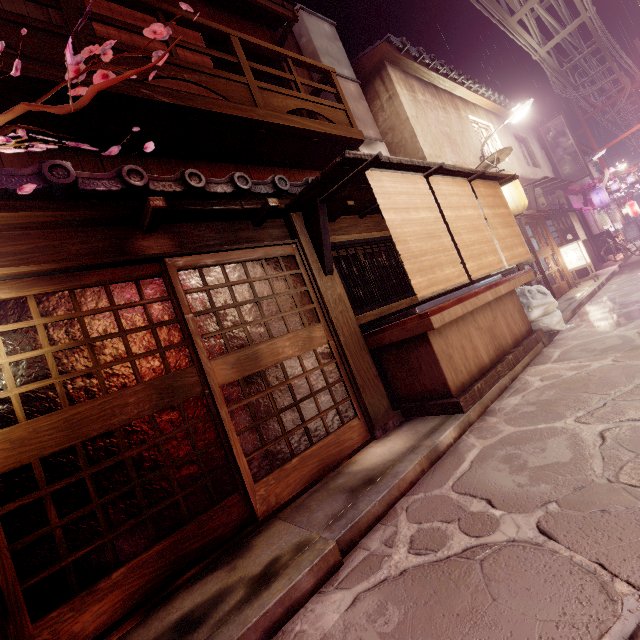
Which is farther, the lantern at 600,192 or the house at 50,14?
the lantern at 600,192

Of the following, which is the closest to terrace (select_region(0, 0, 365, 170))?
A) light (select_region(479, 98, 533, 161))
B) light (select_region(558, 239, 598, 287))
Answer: light (select_region(479, 98, 533, 161))

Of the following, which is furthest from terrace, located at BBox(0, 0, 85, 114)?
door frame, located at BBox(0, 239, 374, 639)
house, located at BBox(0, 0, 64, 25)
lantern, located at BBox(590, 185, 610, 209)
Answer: lantern, located at BBox(590, 185, 610, 209)

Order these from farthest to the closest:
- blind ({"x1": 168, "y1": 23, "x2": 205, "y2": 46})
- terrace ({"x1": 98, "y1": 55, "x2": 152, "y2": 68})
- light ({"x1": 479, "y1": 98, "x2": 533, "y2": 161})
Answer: light ({"x1": 479, "y1": 98, "x2": 533, "y2": 161})
blind ({"x1": 168, "y1": 23, "x2": 205, "y2": 46})
terrace ({"x1": 98, "y1": 55, "x2": 152, "y2": 68})

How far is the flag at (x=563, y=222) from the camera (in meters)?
21.59

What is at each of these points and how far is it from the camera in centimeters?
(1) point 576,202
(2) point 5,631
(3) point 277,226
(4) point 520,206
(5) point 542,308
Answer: (1) house, 3119cm
(2) door frame, 362cm
(3) wood panel, 799cm
(4) lantern, 1405cm
(5) trash, 1098cm

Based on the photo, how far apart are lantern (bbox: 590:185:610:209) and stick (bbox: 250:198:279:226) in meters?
36.5 m

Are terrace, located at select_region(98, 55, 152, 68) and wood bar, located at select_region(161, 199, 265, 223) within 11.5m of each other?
yes
